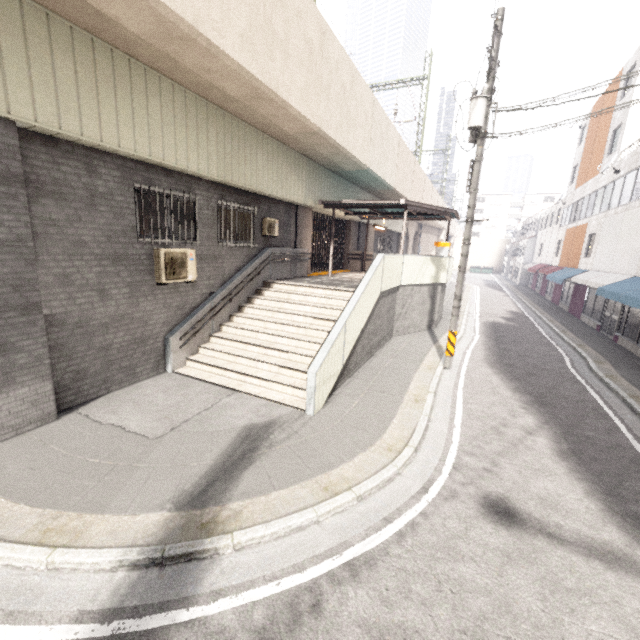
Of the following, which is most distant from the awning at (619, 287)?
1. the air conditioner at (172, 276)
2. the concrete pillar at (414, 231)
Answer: the concrete pillar at (414, 231)

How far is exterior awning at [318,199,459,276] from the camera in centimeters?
1293cm

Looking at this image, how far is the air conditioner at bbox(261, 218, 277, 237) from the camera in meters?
11.4

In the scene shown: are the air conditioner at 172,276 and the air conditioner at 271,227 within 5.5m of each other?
yes

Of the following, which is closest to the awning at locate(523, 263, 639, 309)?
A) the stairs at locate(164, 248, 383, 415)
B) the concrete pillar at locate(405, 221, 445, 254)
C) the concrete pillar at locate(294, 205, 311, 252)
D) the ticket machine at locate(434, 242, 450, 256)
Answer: the ticket machine at locate(434, 242, 450, 256)

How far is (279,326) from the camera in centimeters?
960cm

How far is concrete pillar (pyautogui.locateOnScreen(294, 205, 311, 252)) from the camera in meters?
13.6

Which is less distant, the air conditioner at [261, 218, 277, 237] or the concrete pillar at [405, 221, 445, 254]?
the air conditioner at [261, 218, 277, 237]
